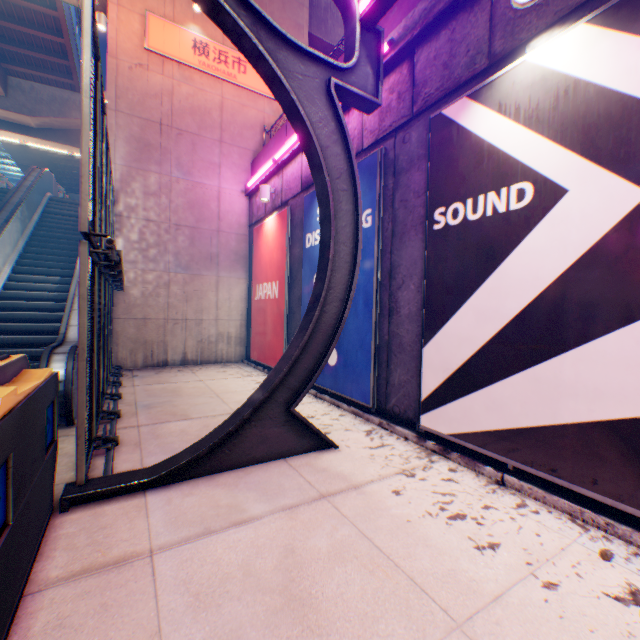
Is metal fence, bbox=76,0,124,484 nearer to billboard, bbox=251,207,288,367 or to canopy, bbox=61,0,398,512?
canopy, bbox=61,0,398,512

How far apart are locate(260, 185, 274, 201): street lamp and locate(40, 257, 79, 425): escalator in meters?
4.6 m

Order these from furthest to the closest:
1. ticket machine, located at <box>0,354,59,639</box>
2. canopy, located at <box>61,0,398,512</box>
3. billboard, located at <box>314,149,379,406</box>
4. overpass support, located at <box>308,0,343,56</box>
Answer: overpass support, located at <box>308,0,343,56</box>, billboard, located at <box>314,149,379,406</box>, canopy, located at <box>61,0,398,512</box>, ticket machine, located at <box>0,354,59,639</box>

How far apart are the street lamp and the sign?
4.6 meters

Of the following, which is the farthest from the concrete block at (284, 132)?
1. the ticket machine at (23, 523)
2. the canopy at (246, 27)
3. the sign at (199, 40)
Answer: the ticket machine at (23, 523)

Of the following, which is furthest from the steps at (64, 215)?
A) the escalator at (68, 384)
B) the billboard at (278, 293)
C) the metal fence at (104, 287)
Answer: the billboard at (278, 293)

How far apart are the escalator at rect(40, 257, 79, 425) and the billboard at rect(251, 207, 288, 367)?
4.1 meters

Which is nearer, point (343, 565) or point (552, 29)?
point (343, 565)
